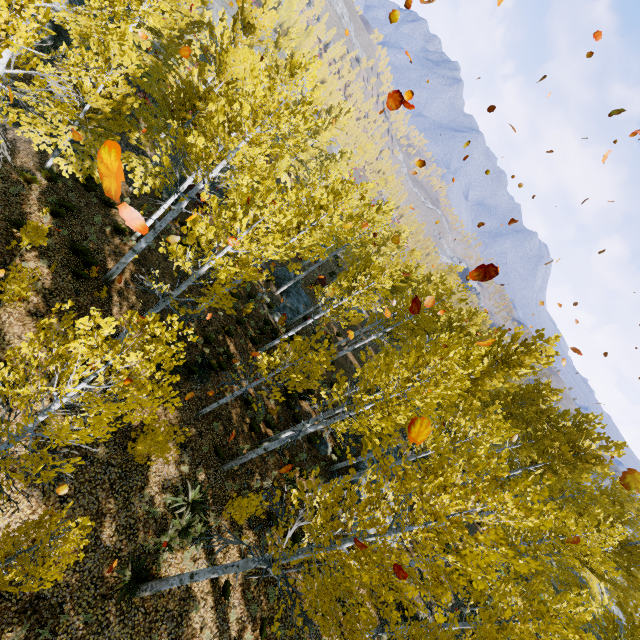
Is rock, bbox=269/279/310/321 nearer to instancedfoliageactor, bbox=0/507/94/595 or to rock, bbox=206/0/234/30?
instancedfoliageactor, bbox=0/507/94/595

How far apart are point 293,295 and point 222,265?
16.1 meters

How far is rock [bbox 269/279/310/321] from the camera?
22.1 meters

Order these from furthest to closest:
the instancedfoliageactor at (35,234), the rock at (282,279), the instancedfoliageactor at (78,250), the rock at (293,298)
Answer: the rock at (282,279) < the rock at (293,298) < the instancedfoliageactor at (78,250) < the instancedfoliageactor at (35,234)

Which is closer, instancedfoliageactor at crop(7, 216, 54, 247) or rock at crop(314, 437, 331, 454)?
instancedfoliageactor at crop(7, 216, 54, 247)

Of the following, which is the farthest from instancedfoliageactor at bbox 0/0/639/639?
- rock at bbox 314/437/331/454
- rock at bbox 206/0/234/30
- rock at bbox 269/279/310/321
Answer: rock at bbox 206/0/234/30

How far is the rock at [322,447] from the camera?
16.03m

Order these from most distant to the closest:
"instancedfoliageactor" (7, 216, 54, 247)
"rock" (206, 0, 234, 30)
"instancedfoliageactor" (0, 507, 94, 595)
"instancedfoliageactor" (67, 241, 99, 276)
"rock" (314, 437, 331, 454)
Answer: "rock" (206, 0, 234, 30) < "rock" (314, 437, 331, 454) < "instancedfoliageactor" (67, 241, 99, 276) < "instancedfoliageactor" (7, 216, 54, 247) < "instancedfoliageactor" (0, 507, 94, 595)
